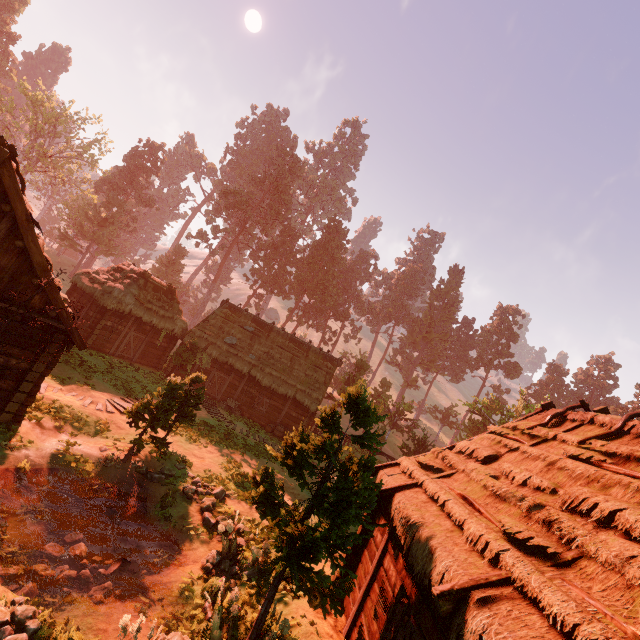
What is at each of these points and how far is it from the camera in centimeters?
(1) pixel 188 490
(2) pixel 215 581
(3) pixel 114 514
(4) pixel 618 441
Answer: (1) rock, 1197cm
(2) rock, 834cm
(3) wooden shield, 996cm
(4) building, 725cm

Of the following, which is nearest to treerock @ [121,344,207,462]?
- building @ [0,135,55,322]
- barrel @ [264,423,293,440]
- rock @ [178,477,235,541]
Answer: building @ [0,135,55,322]

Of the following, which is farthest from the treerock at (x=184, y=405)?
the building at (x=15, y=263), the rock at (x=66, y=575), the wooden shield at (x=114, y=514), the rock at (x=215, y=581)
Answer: the rock at (x=66, y=575)

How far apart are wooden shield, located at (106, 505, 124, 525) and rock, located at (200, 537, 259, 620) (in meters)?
2.74

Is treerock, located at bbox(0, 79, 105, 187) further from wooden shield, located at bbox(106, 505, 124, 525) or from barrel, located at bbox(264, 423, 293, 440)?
barrel, located at bbox(264, 423, 293, 440)

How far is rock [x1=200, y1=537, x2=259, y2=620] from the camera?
7.89m

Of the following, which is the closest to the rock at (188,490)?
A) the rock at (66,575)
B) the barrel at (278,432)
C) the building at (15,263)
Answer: the rock at (66,575)

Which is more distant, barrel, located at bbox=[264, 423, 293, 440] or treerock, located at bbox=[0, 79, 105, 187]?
treerock, located at bbox=[0, 79, 105, 187]
